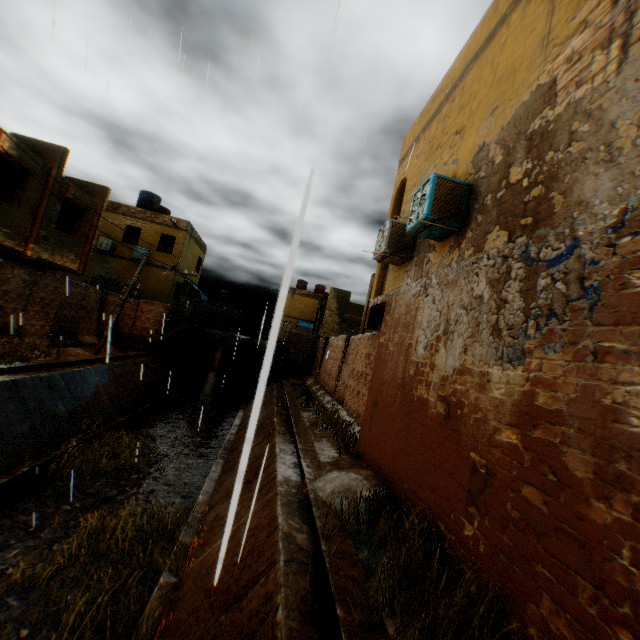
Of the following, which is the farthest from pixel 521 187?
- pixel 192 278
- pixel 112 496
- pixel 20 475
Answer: pixel 192 278

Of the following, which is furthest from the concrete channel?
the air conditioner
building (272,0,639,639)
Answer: the air conditioner

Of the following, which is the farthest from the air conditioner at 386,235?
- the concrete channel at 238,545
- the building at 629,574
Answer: the concrete channel at 238,545

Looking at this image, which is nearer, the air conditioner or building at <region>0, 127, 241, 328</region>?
the air conditioner

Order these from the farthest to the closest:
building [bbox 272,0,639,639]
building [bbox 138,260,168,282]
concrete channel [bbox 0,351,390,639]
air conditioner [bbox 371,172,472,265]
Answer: building [bbox 138,260,168,282]
air conditioner [bbox 371,172,472,265]
concrete channel [bbox 0,351,390,639]
building [bbox 272,0,639,639]

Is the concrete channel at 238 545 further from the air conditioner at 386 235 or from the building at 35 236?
the air conditioner at 386 235

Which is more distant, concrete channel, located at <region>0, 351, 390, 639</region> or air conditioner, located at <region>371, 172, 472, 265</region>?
air conditioner, located at <region>371, 172, 472, 265</region>
